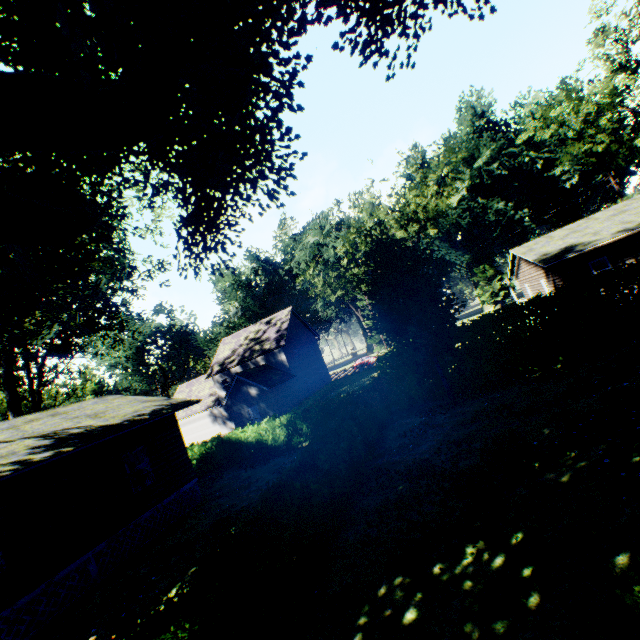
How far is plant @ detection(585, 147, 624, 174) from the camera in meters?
58.2

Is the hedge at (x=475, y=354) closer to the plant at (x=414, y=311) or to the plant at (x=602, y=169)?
the plant at (x=414, y=311)

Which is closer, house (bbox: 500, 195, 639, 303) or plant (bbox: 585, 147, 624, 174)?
house (bbox: 500, 195, 639, 303)

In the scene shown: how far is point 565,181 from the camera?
58.9 meters

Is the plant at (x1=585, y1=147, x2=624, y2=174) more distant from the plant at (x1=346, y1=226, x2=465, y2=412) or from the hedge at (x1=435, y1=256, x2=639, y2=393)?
the plant at (x1=346, y1=226, x2=465, y2=412)

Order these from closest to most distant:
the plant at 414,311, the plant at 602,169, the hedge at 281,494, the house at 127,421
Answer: the hedge at 281,494, the house at 127,421, the plant at 414,311, the plant at 602,169

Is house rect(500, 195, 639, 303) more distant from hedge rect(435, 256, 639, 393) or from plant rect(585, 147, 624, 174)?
plant rect(585, 147, 624, 174)

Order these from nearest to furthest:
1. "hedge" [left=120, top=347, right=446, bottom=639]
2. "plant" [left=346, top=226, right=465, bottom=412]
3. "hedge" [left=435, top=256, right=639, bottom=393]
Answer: "hedge" [left=120, top=347, right=446, bottom=639], "hedge" [left=435, top=256, right=639, bottom=393], "plant" [left=346, top=226, right=465, bottom=412]
